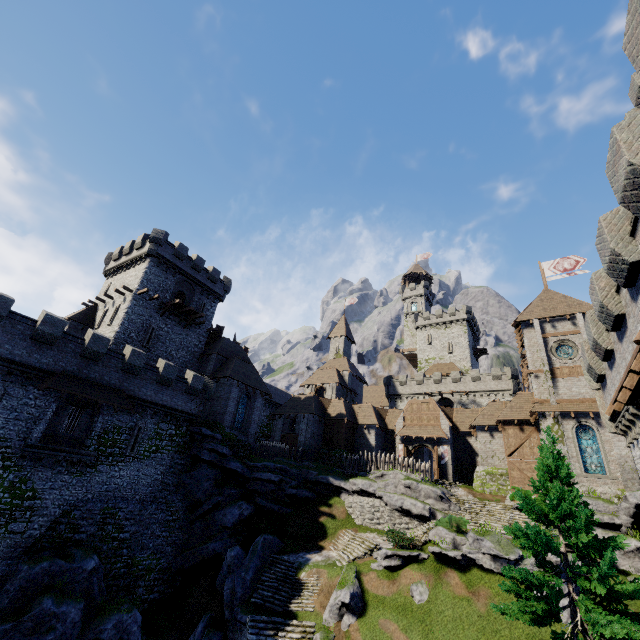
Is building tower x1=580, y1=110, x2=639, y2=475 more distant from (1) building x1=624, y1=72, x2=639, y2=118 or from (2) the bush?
(2) the bush

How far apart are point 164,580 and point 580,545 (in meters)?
27.91

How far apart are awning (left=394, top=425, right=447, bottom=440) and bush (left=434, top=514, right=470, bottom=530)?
13.5m

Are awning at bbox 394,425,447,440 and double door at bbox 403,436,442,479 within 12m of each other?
yes

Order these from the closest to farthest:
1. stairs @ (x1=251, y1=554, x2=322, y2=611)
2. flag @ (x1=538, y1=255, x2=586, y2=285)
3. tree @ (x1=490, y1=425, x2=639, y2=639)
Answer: tree @ (x1=490, y1=425, x2=639, y2=639) → stairs @ (x1=251, y1=554, x2=322, y2=611) → flag @ (x1=538, y1=255, x2=586, y2=285)

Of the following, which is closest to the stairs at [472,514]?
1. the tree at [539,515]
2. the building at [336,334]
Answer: the building at [336,334]

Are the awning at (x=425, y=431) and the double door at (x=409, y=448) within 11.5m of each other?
yes

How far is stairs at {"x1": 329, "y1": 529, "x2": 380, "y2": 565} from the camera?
23.45m
